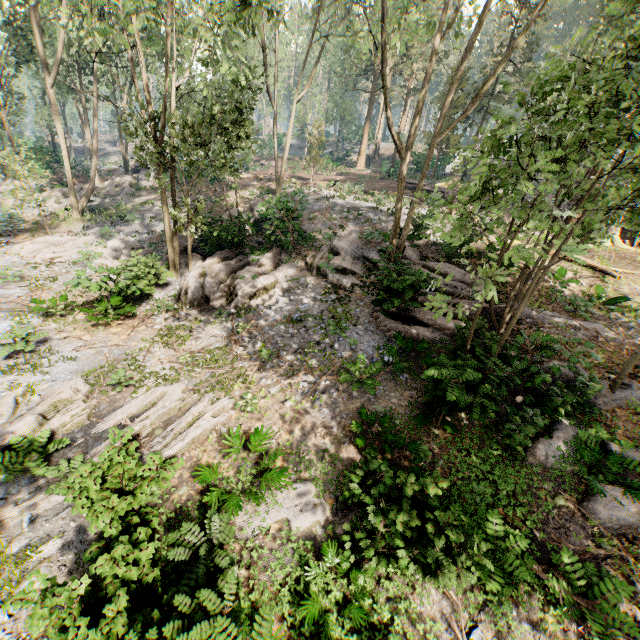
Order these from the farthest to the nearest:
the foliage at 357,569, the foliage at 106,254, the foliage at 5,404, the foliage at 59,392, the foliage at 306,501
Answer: the foliage at 106,254 < the foliage at 5,404 < the foliage at 59,392 < the foliage at 306,501 < the foliage at 357,569

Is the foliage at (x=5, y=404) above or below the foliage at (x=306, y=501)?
below

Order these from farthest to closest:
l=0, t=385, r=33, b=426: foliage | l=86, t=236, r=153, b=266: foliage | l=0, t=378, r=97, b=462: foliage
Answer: l=86, t=236, r=153, b=266: foliage, l=0, t=385, r=33, b=426: foliage, l=0, t=378, r=97, b=462: foliage

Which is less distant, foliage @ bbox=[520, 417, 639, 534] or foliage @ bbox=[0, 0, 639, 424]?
foliage @ bbox=[0, 0, 639, 424]

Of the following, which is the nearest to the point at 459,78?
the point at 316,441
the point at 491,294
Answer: the point at 491,294
